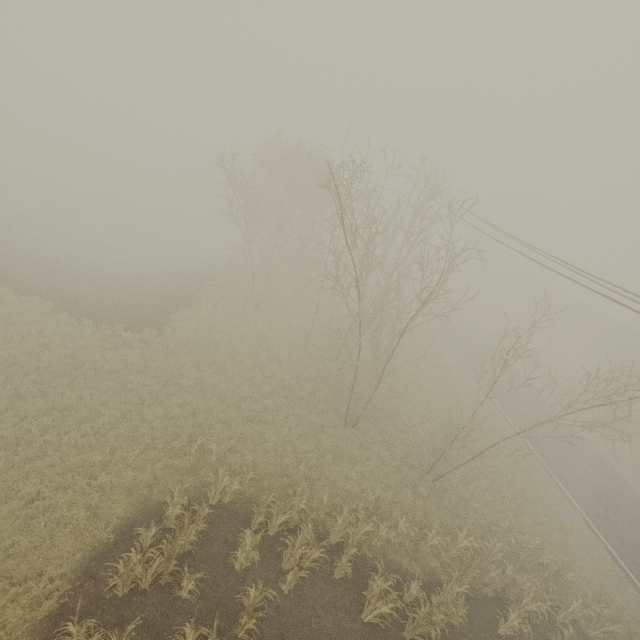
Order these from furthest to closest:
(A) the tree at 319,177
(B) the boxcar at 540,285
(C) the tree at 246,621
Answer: (B) the boxcar at 540,285, (A) the tree at 319,177, (C) the tree at 246,621

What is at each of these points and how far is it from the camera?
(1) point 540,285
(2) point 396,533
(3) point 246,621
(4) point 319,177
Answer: (1) boxcar, 53.2 meters
(2) tree, 12.0 meters
(3) tree, 8.2 meters
(4) tree, 26.0 meters

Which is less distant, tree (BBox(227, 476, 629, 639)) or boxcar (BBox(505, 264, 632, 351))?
tree (BBox(227, 476, 629, 639))

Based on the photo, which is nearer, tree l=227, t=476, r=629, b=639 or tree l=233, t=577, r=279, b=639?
tree l=233, t=577, r=279, b=639

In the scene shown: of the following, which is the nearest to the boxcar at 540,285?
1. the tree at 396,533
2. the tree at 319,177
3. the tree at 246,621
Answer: the tree at 319,177

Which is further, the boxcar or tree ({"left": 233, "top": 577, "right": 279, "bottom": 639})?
the boxcar

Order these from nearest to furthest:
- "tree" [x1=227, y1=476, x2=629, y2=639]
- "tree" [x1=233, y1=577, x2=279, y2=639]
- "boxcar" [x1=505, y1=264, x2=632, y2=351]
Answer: "tree" [x1=233, y1=577, x2=279, y2=639], "tree" [x1=227, y1=476, x2=629, y2=639], "boxcar" [x1=505, y1=264, x2=632, y2=351]

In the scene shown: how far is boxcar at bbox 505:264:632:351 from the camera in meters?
41.9
